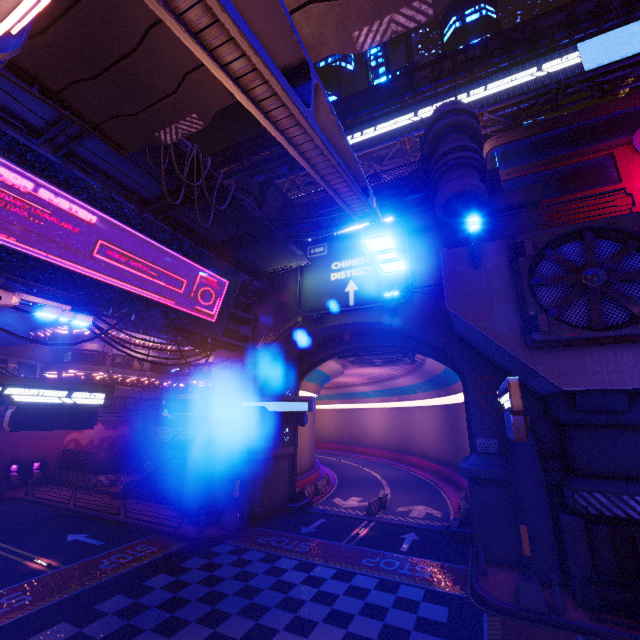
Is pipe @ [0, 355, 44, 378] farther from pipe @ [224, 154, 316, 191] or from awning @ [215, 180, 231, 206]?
pipe @ [224, 154, 316, 191]

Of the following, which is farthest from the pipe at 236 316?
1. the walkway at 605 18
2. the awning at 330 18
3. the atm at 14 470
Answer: the walkway at 605 18

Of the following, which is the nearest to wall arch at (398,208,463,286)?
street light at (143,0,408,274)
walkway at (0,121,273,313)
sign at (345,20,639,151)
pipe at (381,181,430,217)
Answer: walkway at (0,121,273,313)

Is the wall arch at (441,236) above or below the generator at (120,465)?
above

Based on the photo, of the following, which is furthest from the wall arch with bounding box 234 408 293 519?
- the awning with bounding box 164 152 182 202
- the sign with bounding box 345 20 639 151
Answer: the sign with bounding box 345 20 639 151

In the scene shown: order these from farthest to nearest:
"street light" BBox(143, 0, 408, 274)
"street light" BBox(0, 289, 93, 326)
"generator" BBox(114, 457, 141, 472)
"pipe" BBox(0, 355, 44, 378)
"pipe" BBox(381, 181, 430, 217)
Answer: "generator" BBox(114, 457, 141, 472) < "pipe" BBox(0, 355, 44, 378) < "pipe" BBox(381, 181, 430, 217) < "street light" BBox(0, 289, 93, 326) < "street light" BBox(143, 0, 408, 274)

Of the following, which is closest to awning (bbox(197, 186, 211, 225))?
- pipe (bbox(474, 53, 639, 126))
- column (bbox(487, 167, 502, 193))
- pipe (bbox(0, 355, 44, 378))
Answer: column (bbox(487, 167, 502, 193))

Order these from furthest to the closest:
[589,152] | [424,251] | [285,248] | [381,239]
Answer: [589,152]
[424,251]
[285,248]
[381,239]
